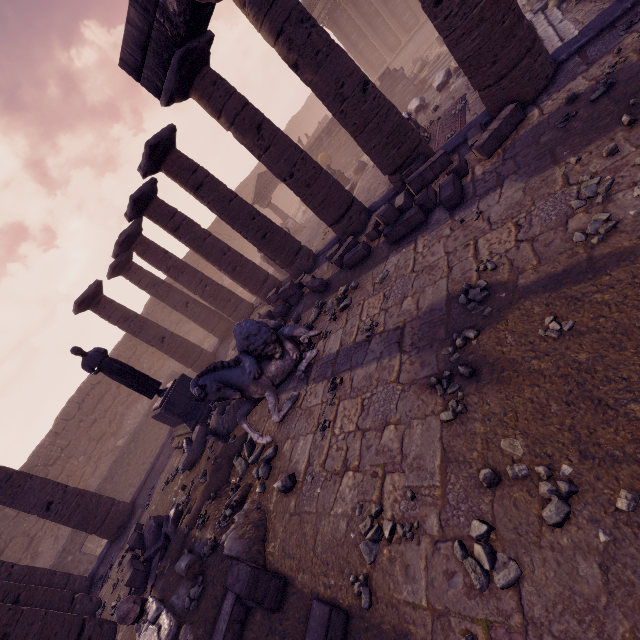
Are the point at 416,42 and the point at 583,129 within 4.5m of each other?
no

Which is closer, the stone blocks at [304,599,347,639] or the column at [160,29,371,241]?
the stone blocks at [304,599,347,639]

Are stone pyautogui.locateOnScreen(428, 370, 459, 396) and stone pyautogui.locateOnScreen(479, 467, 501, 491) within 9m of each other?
yes

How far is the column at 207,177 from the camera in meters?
8.6

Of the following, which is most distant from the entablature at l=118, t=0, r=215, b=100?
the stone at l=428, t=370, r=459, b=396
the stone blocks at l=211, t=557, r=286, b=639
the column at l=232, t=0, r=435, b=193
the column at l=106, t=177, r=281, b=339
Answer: the stone at l=428, t=370, r=459, b=396

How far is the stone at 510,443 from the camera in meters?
2.7

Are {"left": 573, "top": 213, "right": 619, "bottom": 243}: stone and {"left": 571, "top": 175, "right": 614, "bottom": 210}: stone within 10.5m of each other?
yes

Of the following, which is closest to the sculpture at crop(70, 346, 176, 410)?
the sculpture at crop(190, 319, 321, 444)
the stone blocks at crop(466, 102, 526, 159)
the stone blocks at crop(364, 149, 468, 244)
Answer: the sculpture at crop(190, 319, 321, 444)
